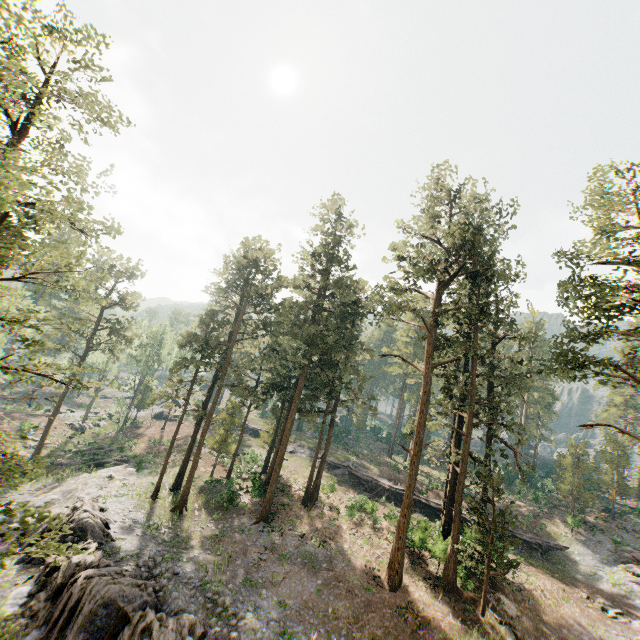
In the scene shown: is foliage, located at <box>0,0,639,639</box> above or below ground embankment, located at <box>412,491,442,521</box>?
above

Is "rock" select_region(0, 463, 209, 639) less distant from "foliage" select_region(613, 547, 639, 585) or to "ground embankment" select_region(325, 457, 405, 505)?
"foliage" select_region(613, 547, 639, 585)

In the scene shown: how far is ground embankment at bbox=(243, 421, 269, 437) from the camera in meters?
54.2 m

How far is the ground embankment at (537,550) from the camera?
32.4 meters

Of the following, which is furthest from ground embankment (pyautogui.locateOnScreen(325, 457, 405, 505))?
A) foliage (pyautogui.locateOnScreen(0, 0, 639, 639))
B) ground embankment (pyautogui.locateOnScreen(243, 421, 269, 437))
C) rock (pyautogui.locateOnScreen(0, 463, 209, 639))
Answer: rock (pyautogui.locateOnScreen(0, 463, 209, 639))

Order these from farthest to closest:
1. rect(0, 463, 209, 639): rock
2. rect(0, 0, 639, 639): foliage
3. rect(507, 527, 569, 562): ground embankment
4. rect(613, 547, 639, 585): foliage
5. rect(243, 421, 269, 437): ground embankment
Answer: rect(243, 421, 269, 437): ground embankment < rect(507, 527, 569, 562): ground embankment < rect(613, 547, 639, 585): foliage < rect(0, 463, 209, 639): rock < rect(0, 0, 639, 639): foliage

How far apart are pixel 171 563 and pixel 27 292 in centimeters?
1966cm

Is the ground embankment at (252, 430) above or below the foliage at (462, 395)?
below
